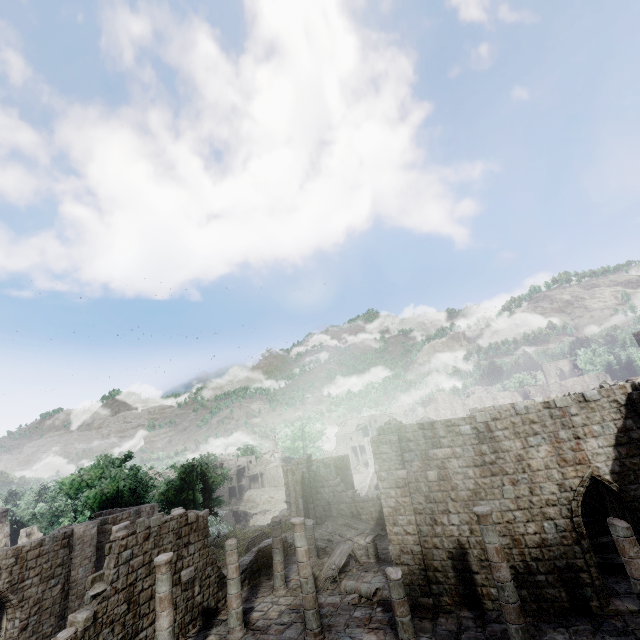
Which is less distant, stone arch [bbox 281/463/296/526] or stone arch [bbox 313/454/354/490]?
stone arch [bbox 313/454/354/490]

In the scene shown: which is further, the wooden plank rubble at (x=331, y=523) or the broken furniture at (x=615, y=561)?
the wooden plank rubble at (x=331, y=523)

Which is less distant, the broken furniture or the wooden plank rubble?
the broken furniture

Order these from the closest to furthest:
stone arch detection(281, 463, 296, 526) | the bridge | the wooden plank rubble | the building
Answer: the building < the wooden plank rubble < stone arch detection(281, 463, 296, 526) < the bridge

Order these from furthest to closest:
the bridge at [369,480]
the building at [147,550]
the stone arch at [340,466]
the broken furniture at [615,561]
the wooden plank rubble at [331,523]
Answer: the bridge at [369,480] < the stone arch at [340,466] < the wooden plank rubble at [331,523] < the broken furniture at [615,561] < the building at [147,550]

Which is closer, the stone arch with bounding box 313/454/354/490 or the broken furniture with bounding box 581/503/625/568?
the broken furniture with bounding box 581/503/625/568

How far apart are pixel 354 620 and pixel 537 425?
10.59m
